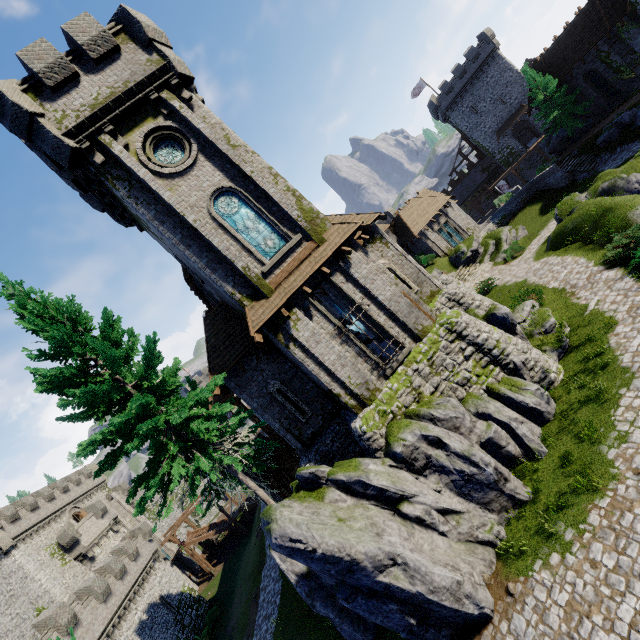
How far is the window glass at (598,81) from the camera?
32.4 meters

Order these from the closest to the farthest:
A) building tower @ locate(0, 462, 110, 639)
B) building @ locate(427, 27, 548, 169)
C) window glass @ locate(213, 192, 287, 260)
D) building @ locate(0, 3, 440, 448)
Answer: building @ locate(0, 3, 440, 448), window glass @ locate(213, 192, 287, 260), building tower @ locate(0, 462, 110, 639), building @ locate(427, 27, 548, 169)

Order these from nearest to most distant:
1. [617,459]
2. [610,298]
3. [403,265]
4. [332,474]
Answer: [617,459]
[332,474]
[610,298]
[403,265]

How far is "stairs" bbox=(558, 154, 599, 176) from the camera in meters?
30.4

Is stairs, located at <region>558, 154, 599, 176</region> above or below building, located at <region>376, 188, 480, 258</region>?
below

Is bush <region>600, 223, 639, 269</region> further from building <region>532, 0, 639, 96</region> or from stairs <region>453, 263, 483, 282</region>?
building <region>532, 0, 639, 96</region>

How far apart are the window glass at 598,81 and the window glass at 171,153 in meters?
41.8

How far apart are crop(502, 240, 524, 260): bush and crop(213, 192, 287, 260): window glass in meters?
21.7
